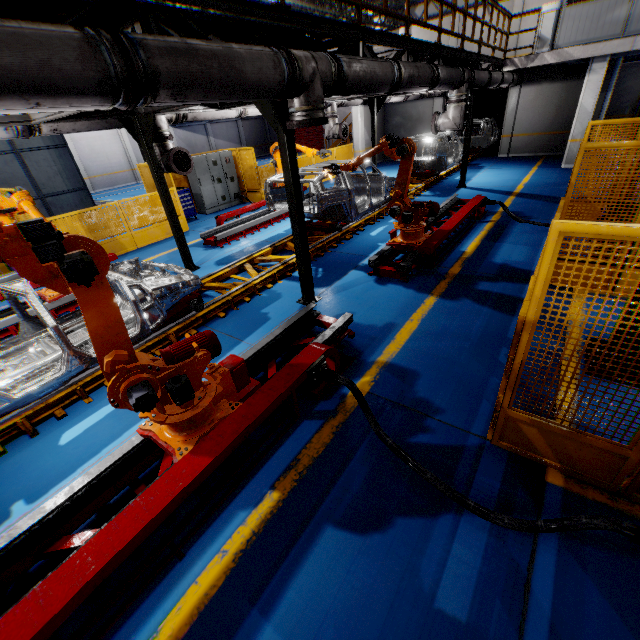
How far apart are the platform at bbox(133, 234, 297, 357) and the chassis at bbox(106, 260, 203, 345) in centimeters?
1cm

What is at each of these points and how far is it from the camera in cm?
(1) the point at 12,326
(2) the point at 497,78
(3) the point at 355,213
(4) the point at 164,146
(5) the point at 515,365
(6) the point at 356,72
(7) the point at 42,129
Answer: (1) metal platform, 618
(2) vent pipe, 1102
(3) chassis, 880
(4) vent pipe, 728
(5) metal panel, 270
(6) vent pipe, 472
(7) vent pipe, 560

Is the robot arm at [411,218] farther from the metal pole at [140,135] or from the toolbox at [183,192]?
the toolbox at [183,192]

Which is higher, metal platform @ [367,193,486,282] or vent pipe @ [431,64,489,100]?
vent pipe @ [431,64,489,100]

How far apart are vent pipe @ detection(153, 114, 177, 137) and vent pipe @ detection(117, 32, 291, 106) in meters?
3.7

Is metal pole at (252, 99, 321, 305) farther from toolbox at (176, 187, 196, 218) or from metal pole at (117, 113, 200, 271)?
toolbox at (176, 187, 196, 218)

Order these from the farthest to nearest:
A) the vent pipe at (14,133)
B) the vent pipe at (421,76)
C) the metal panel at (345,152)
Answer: the metal panel at (345,152)
the vent pipe at (421,76)
the vent pipe at (14,133)

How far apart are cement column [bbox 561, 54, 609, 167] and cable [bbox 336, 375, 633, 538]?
16.32m
